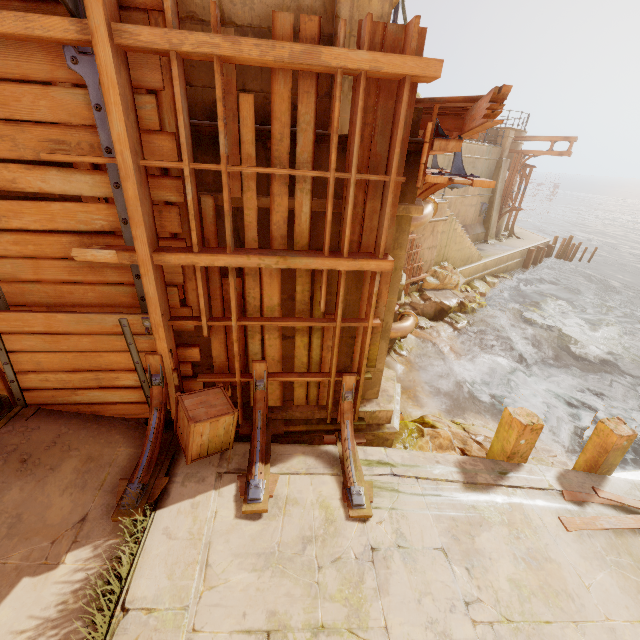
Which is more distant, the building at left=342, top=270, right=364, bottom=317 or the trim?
the building at left=342, top=270, right=364, bottom=317

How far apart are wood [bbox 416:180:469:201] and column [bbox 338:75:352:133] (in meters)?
1.07

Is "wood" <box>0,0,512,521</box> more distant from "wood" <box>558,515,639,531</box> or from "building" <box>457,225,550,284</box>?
"building" <box>457,225,550,284</box>

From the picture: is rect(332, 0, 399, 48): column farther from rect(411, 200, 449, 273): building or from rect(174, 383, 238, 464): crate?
rect(174, 383, 238, 464): crate

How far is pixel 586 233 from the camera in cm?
4319

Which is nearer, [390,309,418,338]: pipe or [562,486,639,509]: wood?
[562,486,639,509]: wood

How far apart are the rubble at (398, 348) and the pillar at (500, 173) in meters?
14.4 m

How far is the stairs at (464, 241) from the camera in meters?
14.2 m
